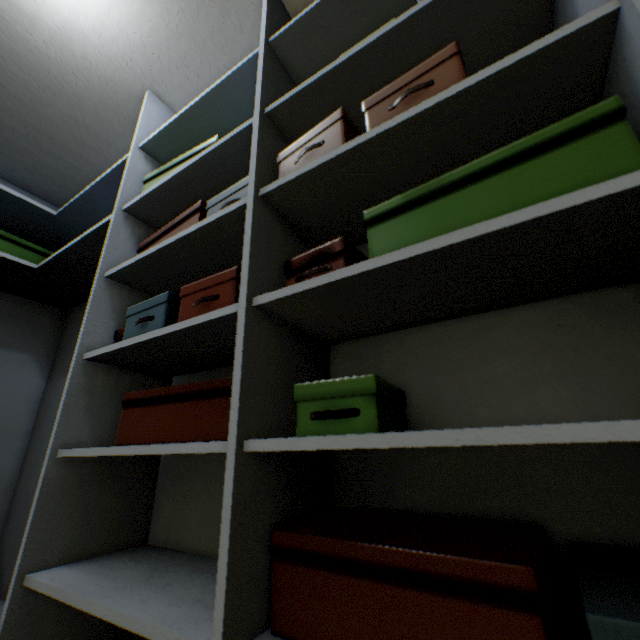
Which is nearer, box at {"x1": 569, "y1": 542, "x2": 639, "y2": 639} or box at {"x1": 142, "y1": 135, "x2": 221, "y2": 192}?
box at {"x1": 569, "y1": 542, "x2": 639, "y2": 639}

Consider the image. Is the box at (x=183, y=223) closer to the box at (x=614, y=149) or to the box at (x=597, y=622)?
the box at (x=614, y=149)

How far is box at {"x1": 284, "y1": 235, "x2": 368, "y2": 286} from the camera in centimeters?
65cm

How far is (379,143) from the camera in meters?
0.7

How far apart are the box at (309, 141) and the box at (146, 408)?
0.6m

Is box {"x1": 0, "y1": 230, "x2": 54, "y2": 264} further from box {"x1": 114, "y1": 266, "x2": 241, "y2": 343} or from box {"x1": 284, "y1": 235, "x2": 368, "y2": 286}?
box {"x1": 284, "y1": 235, "x2": 368, "y2": 286}

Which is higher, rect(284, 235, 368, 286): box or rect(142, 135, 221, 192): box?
rect(142, 135, 221, 192): box

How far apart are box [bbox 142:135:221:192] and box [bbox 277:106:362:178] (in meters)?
0.44
